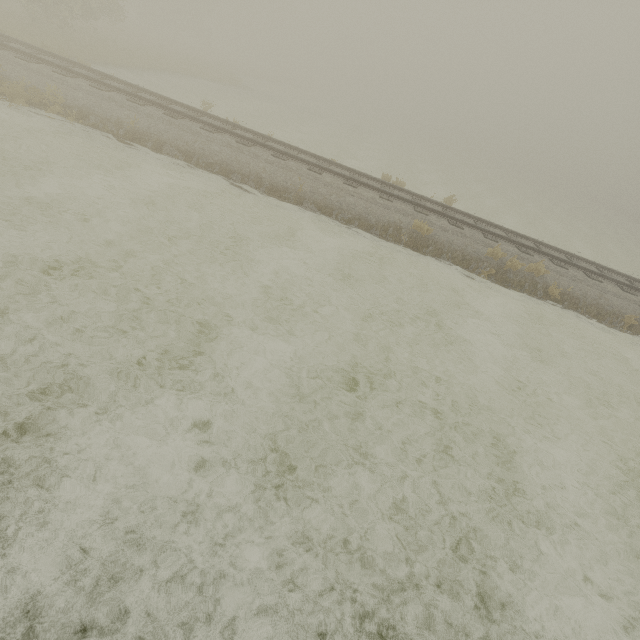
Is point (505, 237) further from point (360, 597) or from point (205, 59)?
point (205, 59)
